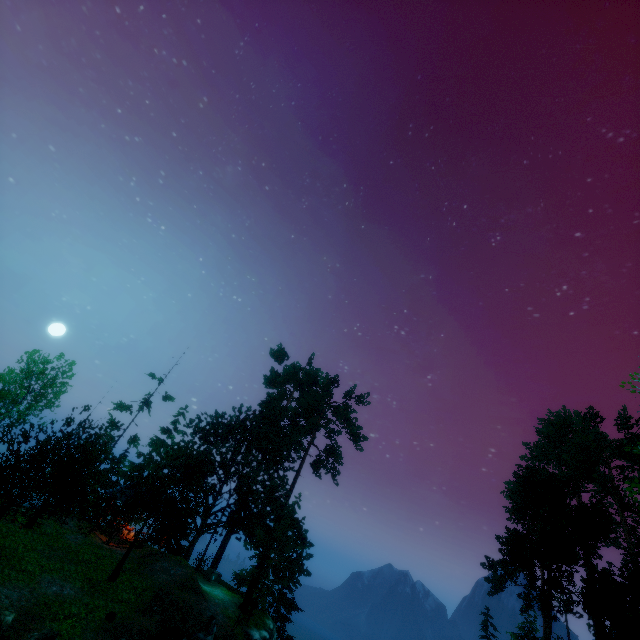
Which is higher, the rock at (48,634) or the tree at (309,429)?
the tree at (309,429)

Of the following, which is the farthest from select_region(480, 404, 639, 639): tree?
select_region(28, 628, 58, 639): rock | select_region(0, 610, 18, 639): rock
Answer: select_region(28, 628, 58, 639): rock

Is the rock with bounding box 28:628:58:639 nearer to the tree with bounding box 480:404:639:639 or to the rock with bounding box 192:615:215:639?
the tree with bounding box 480:404:639:639

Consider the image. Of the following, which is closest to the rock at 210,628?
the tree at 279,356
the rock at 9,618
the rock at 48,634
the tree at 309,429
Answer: the tree at 309,429

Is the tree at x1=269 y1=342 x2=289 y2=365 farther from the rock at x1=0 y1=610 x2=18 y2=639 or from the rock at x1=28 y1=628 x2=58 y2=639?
the rock at x1=28 y1=628 x2=58 y2=639

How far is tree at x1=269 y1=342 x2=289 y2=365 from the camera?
41.1m

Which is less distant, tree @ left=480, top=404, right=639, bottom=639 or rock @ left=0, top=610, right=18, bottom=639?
rock @ left=0, top=610, right=18, bottom=639

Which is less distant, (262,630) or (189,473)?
(262,630)
